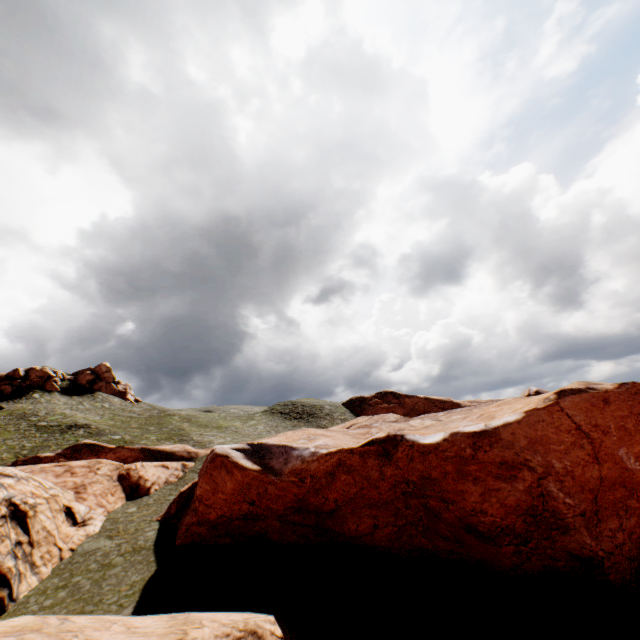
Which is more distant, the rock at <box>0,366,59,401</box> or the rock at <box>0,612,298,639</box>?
the rock at <box>0,366,59,401</box>

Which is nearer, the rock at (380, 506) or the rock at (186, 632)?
the rock at (186, 632)

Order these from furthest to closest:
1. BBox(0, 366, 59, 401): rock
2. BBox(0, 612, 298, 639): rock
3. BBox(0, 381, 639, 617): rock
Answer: BBox(0, 366, 59, 401): rock < BBox(0, 381, 639, 617): rock < BBox(0, 612, 298, 639): rock

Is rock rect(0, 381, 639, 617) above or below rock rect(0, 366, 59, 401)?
below

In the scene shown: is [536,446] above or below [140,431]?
below

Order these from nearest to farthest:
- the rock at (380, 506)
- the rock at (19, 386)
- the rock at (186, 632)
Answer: the rock at (186, 632) → the rock at (380, 506) → the rock at (19, 386)
